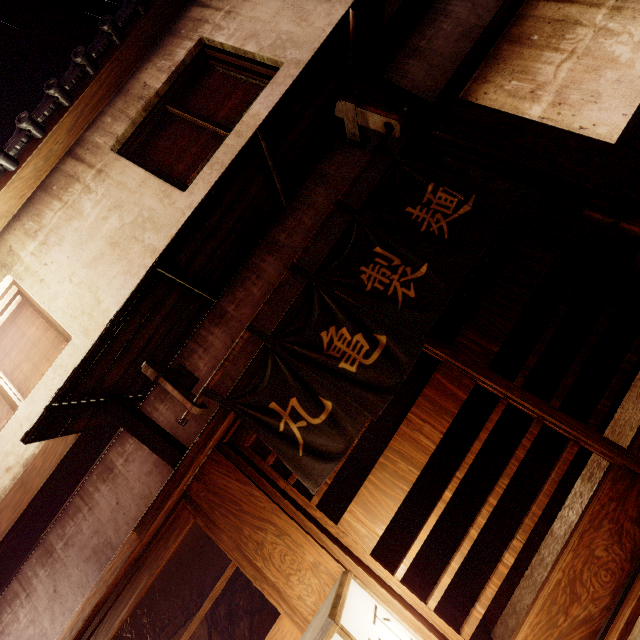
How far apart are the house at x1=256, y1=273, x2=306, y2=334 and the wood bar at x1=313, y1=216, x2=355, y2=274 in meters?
0.2 m

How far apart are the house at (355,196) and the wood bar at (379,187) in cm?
23

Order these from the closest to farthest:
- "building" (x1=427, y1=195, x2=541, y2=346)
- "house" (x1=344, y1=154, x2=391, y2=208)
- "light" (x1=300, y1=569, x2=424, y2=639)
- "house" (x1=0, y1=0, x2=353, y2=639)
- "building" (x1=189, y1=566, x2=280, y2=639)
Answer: "light" (x1=300, y1=569, x2=424, y2=639)
"house" (x1=0, y1=0, x2=353, y2=639)
"house" (x1=344, y1=154, x2=391, y2=208)
"building" (x1=189, y1=566, x2=280, y2=639)
"building" (x1=427, y1=195, x2=541, y2=346)

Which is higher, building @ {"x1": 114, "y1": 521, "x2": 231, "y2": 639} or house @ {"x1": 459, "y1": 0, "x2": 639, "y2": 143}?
building @ {"x1": 114, "y1": 521, "x2": 231, "y2": 639}

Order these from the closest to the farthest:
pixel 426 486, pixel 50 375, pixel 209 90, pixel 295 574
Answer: pixel 295 574
pixel 50 375
pixel 209 90
pixel 426 486

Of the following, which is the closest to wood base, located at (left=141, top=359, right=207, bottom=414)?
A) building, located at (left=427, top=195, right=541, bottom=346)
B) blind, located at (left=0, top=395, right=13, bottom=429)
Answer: building, located at (left=427, top=195, right=541, bottom=346)

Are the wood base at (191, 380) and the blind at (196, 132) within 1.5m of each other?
no

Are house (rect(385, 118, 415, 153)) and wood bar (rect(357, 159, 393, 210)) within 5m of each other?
yes
